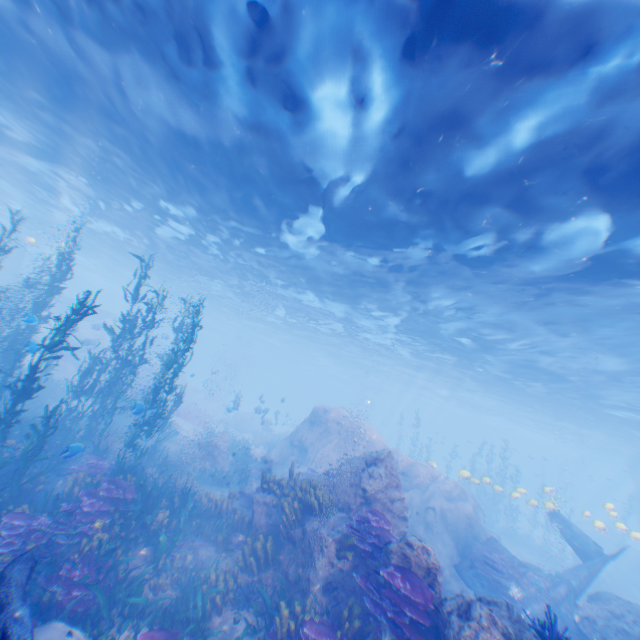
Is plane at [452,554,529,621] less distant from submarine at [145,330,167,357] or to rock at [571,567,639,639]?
rock at [571,567,639,639]

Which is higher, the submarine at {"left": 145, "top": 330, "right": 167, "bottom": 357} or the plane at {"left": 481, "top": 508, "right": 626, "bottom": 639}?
the submarine at {"left": 145, "top": 330, "right": 167, "bottom": 357}

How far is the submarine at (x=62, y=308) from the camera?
35.38m

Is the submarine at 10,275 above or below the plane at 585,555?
above

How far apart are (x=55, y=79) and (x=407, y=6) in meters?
12.6

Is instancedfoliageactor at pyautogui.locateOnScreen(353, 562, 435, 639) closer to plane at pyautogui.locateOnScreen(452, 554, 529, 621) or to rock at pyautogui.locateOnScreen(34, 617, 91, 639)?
rock at pyautogui.locateOnScreen(34, 617, 91, 639)

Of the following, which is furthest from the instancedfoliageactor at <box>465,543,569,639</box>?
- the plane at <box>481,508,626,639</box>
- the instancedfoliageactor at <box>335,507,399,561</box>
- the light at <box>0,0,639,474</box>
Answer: the light at <box>0,0,639,474</box>

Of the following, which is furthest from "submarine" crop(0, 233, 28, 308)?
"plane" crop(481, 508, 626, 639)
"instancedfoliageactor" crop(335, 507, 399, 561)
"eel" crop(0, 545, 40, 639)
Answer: "plane" crop(481, 508, 626, 639)
